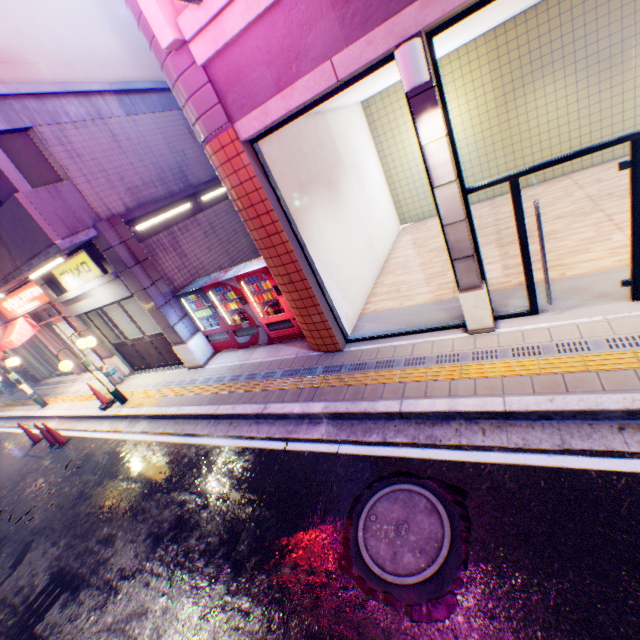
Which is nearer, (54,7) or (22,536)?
(22,536)

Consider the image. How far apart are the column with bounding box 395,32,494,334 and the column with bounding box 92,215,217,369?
6.93m

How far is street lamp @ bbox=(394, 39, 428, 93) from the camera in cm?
343

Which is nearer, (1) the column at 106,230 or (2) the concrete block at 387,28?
(2) the concrete block at 387,28

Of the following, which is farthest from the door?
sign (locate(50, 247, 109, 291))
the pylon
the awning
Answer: the awning

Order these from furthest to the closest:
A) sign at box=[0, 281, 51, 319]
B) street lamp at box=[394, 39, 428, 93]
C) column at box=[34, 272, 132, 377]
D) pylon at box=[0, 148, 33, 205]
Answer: sign at box=[0, 281, 51, 319] < column at box=[34, 272, 132, 377] < pylon at box=[0, 148, 33, 205] < street lamp at box=[394, 39, 428, 93]

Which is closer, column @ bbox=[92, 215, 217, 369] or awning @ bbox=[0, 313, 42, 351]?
column @ bbox=[92, 215, 217, 369]

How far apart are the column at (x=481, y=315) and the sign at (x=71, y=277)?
8.1m
